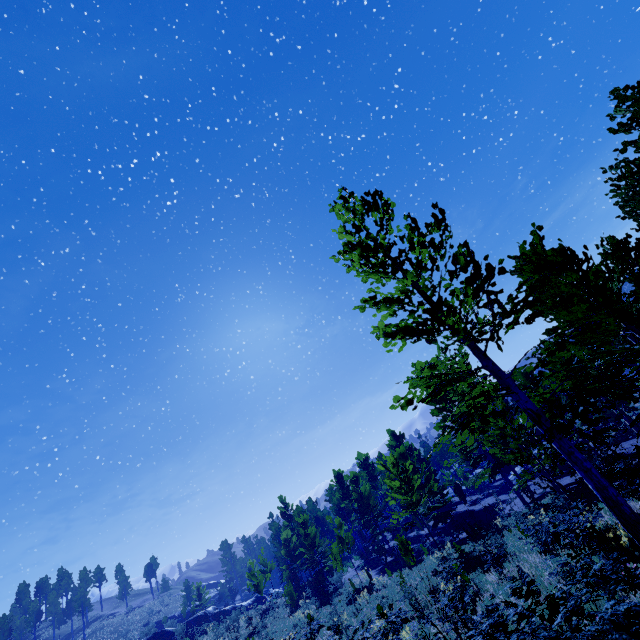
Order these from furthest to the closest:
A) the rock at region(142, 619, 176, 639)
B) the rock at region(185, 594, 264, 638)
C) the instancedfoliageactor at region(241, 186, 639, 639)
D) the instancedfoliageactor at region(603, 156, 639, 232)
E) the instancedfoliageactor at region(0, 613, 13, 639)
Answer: the instancedfoliageactor at region(0, 613, 13, 639)
the rock at region(185, 594, 264, 638)
the rock at region(142, 619, 176, 639)
the instancedfoliageactor at region(603, 156, 639, 232)
the instancedfoliageactor at region(241, 186, 639, 639)

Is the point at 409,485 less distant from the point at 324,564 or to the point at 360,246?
the point at 360,246

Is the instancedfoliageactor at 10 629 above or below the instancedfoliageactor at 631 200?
above

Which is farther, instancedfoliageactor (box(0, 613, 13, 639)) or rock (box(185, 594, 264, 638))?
instancedfoliageactor (box(0, 613, 13, 639))

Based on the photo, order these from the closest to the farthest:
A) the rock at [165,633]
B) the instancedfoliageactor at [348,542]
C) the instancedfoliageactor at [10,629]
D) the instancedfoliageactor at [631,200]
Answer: the instancedfoliageactor at [348,542], the instancedfoliageactor at [631,200], the rock at [165,633], the instancedfoliageactor at [10,629]

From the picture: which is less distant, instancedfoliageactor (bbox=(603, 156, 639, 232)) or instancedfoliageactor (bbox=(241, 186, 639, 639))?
instancedfoliageactor (bbox=(241, 186, 639, 639))

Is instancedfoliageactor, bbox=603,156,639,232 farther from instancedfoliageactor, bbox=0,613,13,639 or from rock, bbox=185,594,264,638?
instancedfoliageactor, bbox=0,613,13,639

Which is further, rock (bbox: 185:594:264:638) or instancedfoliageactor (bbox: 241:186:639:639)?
rock (bbox: 185:594:264:638)
